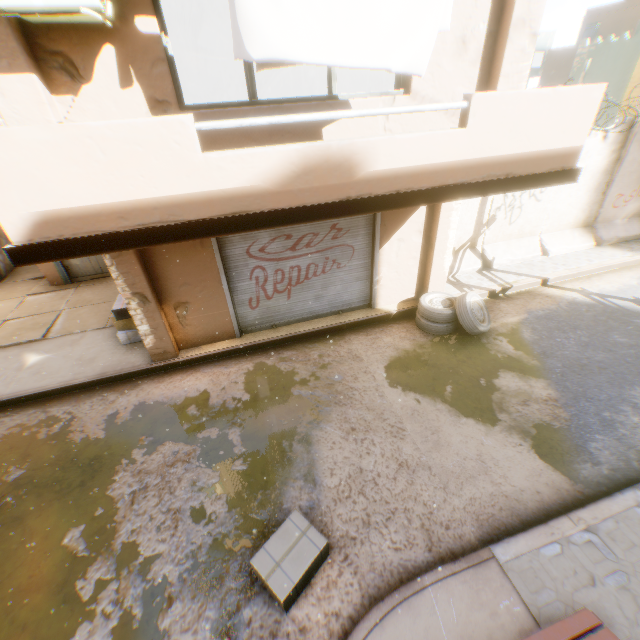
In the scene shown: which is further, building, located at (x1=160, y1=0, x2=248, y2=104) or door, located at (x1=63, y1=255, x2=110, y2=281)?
door, located at (x1=63, y1=255, x2=110, y2=281)

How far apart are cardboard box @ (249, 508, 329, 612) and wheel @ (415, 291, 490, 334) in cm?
475

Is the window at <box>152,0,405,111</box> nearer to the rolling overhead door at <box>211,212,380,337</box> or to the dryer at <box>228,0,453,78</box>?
the dryer at <box>228,0,453,78</box>

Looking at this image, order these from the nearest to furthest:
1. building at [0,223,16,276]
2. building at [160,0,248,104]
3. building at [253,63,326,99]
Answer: building at [160,0,248,104]
building at [0,223,16,276]
building at [253,63,326,99]

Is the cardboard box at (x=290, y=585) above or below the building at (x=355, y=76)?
below

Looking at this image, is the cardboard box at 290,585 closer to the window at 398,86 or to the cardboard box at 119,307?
the cardboard box at 119,307

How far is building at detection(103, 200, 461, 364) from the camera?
5.8m

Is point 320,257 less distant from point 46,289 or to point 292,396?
point 292,396
